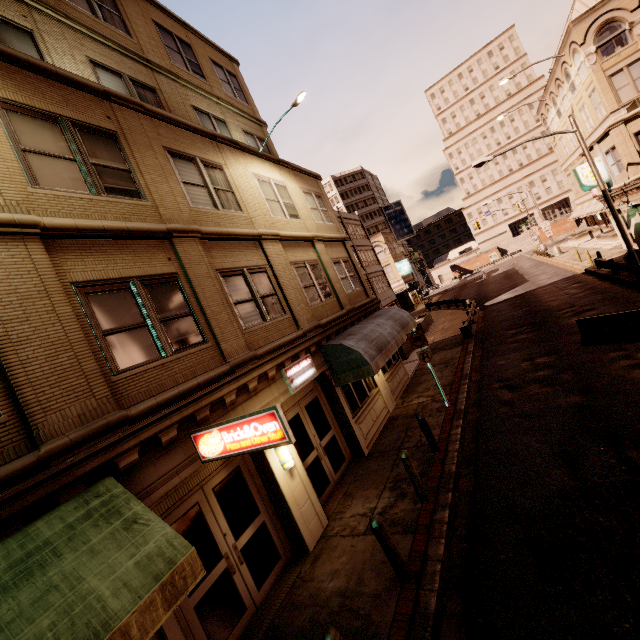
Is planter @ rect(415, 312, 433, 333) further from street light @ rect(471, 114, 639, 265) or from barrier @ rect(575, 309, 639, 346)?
barrier @ rect(575, 309, 639, 346)

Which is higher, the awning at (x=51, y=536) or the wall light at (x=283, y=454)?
the awning at (x=51, y=536)

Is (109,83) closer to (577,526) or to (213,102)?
(213,102)

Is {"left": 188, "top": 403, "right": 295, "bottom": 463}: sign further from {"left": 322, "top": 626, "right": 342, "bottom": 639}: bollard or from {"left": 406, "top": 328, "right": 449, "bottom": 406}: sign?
{"left": 406, "top": 328, "right": 449, "bottom": 406}: sign

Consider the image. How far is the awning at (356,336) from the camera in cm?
1034

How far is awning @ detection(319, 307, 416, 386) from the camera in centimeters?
1034cm

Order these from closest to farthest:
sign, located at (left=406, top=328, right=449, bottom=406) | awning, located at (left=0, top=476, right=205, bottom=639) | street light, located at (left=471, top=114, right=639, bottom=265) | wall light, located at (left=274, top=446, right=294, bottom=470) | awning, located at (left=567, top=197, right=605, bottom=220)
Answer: awning, located at (left=0, top=476, right=205, bottom=639) < wall light, located at (left=274, top=446, right=294, bottom=470) < sign, located at (left=406, top=328, right=449, bottom=406) < street light, located at (left=471, top=114, right=639, bottom=265) < awning, located at (left=567, top=197, right=605, bottom=220)

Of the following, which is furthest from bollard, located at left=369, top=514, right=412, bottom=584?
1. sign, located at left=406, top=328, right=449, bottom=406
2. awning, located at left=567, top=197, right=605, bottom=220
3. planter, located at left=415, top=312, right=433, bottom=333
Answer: awning, located at left=567, top=197, right=605, bottom=220
